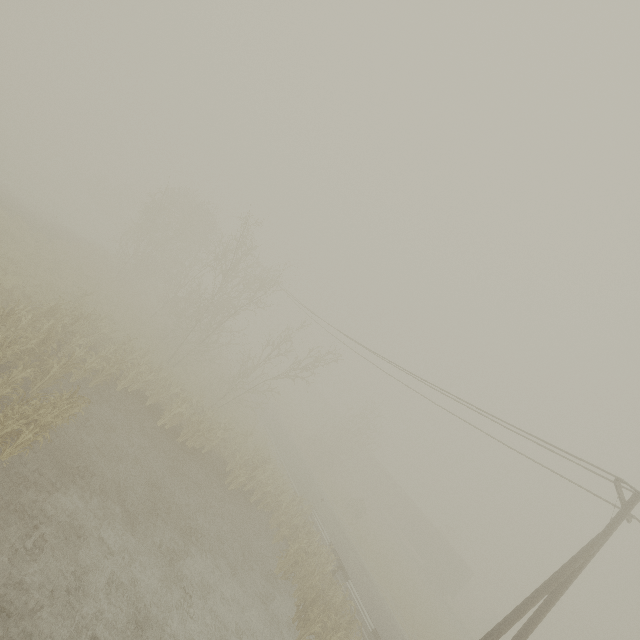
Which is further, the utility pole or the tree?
the tree

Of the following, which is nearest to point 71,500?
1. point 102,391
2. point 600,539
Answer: point 102,391

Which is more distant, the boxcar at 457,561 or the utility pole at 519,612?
the boxcar at 457,561

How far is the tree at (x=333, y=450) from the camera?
39.5 meters

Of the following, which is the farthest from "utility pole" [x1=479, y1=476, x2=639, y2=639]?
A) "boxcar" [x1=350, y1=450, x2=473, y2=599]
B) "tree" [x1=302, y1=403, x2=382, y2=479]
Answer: "boxcar" [x1=350, y1=450, x2=473, y2=599]

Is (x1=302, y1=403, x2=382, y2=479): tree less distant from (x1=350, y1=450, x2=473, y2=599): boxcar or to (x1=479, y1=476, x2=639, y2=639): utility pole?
(x1=350, y1=450, x2=473, y2=599): boxcar
